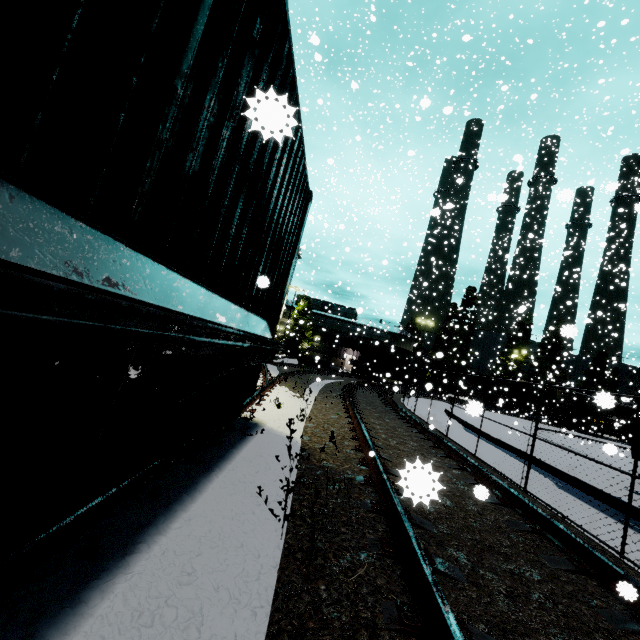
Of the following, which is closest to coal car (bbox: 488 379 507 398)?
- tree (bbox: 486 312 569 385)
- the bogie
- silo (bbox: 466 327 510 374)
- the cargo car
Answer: the cargo car

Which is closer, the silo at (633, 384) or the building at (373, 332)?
the building at (373, 332)

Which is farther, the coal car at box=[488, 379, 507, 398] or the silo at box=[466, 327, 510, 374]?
the silo at box=[466, 327, 510, 374]

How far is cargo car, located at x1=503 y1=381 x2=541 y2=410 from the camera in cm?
4525

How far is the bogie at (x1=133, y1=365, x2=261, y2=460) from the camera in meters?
2.6 m

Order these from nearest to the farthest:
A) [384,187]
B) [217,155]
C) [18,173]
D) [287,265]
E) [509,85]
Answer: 1. [18,173]
2. [217,155]
3. [287,265]
4. [384,187]
5. [509,85]

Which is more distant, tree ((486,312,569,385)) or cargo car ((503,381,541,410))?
tree ((486,312,569,385))

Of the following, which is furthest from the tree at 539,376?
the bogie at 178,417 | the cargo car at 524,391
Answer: the bogie at 178,417
